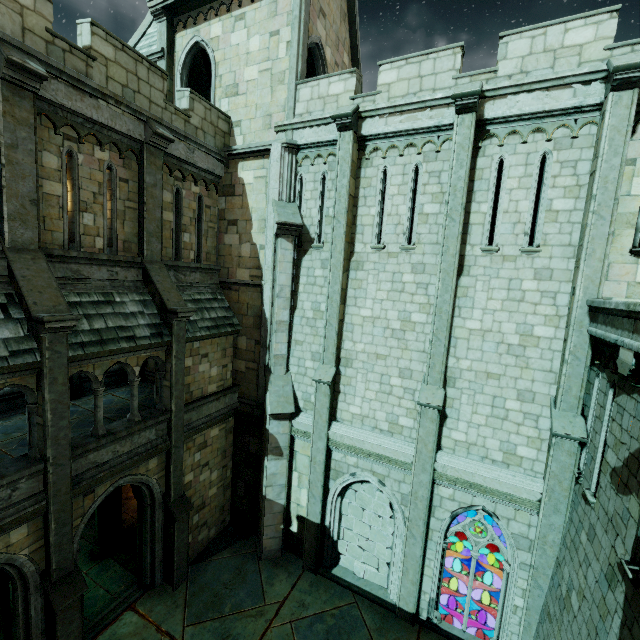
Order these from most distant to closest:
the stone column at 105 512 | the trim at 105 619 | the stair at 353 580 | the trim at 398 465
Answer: the stone column at 105 512 < the stair at 353 580 < the trim at 398 465 < the trim at 105 619

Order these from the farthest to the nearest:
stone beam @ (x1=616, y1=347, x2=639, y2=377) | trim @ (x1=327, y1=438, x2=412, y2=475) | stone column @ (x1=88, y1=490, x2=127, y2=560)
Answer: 1. stone column @ (x1=88, y1=490, x2=127, y2=560)
2. trim @ (x1=327, y1=438, x2=412, y2=475)
3. stone beam @ (x1=616, y1=347, x2=639, y2=377)

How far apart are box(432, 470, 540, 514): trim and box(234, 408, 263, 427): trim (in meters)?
6.00

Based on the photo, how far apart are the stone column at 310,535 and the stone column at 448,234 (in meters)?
2.66

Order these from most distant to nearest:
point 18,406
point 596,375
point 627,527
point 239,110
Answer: point 239,110 < point 18,406 < point 596,375 < point 627,527

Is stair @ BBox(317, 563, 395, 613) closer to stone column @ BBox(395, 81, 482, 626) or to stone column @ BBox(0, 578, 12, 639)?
stone column @ BBox(395, 81, 482, 626)

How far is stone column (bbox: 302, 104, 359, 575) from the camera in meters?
10.0 m

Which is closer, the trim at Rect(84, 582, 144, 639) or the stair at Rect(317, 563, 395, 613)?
the trim at Rect(84, 582, 144, 639)
